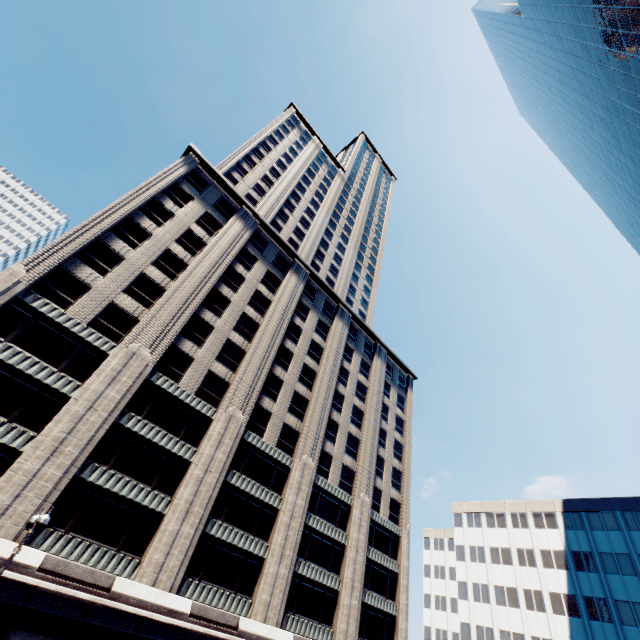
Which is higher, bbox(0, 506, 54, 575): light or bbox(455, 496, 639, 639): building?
bbox(455, 496, 639, 639): building

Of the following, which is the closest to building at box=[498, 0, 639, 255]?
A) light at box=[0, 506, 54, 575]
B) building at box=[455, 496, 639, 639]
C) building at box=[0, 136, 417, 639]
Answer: building at box=[455, 496, 639, 639]

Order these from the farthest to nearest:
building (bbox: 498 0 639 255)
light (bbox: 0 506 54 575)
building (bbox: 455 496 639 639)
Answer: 1. building (bbox: 455 496 639 639)
2. building (bbox: 498 0 639 255)
3. light (bbox: 0 506 54 575)

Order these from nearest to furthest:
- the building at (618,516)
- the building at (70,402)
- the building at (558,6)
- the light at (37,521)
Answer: the light at (37,521)
the building at (70,402)
the building at (558,6)
the building at (618,516)

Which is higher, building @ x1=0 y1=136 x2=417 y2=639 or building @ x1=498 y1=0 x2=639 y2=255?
building @ x1=498 y1=0 x2=639 y2=255

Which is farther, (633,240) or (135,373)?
(633,240)

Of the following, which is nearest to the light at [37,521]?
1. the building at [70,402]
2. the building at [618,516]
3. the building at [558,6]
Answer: the building at [70,402]
